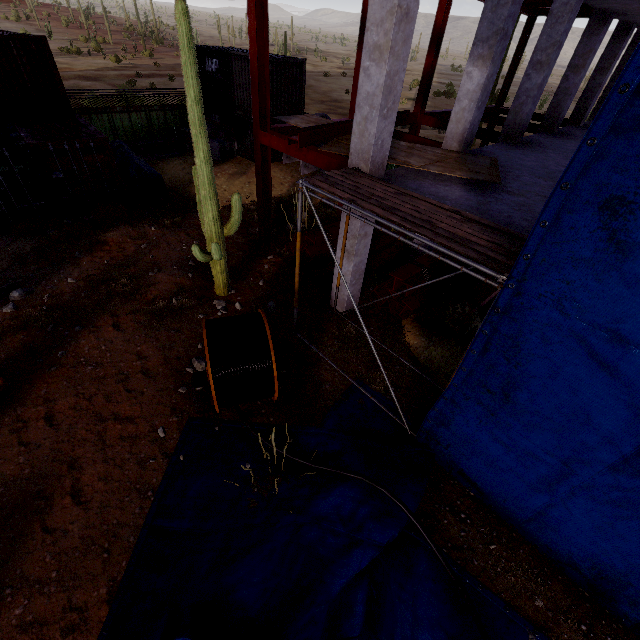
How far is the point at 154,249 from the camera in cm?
1122

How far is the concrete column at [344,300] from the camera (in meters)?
8.94

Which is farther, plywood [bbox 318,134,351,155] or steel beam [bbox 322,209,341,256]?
steel beam [bbox 322,209,341,256]

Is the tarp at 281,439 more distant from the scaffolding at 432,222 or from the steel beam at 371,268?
the steel beam at 371,268

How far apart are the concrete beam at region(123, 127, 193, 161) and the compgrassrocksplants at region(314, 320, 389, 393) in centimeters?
1659cm

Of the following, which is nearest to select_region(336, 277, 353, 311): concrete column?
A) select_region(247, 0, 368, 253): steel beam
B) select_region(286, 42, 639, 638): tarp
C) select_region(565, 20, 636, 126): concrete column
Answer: select_region(247, 0, 368, 253): steel beam

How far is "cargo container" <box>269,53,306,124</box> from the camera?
15.0 meters

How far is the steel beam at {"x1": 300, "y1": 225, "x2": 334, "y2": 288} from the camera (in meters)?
10.29
